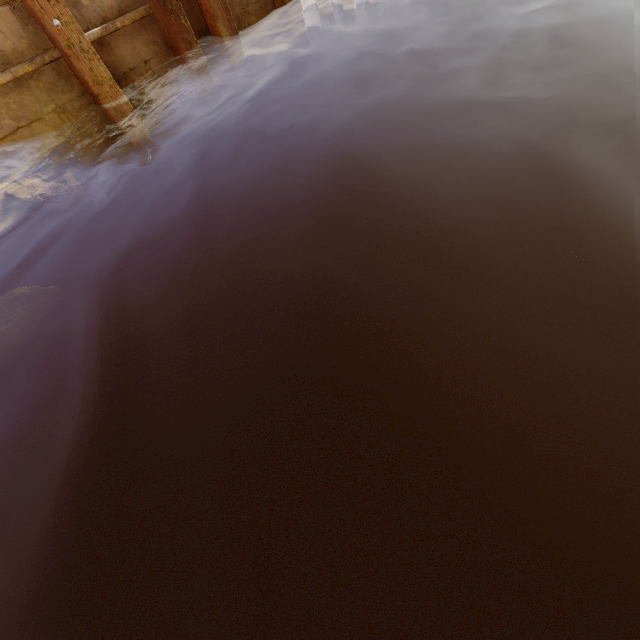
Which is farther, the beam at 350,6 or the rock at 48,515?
the beam at 350,6

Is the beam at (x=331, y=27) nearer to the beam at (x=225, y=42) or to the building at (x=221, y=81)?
the building at (x=221, y=81)

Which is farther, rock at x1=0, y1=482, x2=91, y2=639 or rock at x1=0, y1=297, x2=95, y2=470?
rock at x1=0, y1=297, x2=95, y2=470

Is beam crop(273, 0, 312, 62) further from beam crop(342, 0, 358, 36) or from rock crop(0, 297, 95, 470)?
rock crop(0, 297, 95, 470)

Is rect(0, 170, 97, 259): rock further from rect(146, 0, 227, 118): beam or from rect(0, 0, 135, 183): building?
rect(146, 0, 227, 118): beam

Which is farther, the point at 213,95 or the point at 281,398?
the point at 213,95

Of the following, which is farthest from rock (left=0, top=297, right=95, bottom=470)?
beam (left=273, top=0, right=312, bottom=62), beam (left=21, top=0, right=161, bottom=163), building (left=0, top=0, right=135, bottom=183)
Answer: beam (left=273, top=0, right=312, bottom=62)

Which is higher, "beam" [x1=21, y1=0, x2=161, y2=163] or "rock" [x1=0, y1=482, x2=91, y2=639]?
"beam" [x1=21, y1=0, x2=161, y2=163]
